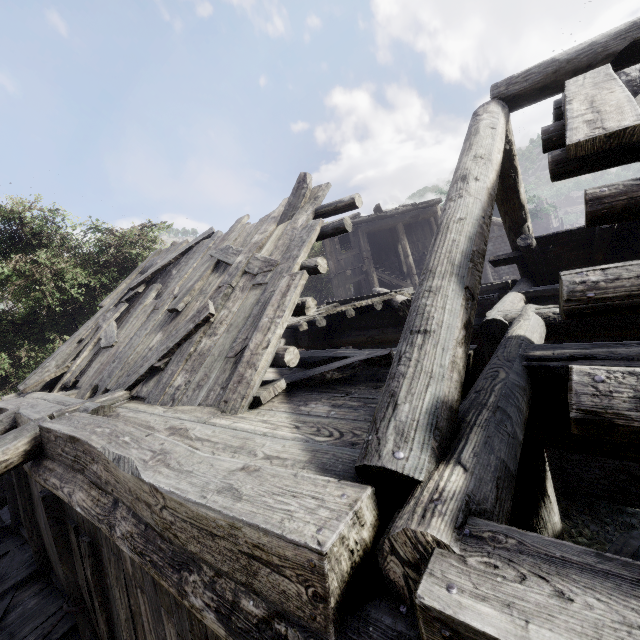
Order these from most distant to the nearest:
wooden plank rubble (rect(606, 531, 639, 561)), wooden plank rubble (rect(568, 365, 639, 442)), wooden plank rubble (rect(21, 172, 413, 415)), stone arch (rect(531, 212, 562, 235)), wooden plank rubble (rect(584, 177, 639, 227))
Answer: stone arch (rect(531, 212, 562, 235)), wooden plank rubble (rect(606, 531, 639, 561)), wooden plank rubble (rect(21, 172, 413, 415)), wooden plank rubble (rect(584, 177, 639, 227)), wooden plank rubble (rect(568, 365, 639, 442))

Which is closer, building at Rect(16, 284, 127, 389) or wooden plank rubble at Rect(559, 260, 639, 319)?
wooden plank rubble at Rect(559, 260, 639, 319)

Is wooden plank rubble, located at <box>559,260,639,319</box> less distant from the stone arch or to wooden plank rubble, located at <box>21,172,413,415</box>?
wooden plank rubble, located at <box>21,172,413,415</box>

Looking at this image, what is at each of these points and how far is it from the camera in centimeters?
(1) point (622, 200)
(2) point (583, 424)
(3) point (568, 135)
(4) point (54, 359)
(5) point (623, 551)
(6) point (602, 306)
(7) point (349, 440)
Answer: (1) wooden plank rubble, 177cm
(2) wooden plank rubble, 106cm
(3) wooden plank rubble, 222cm
(4) building, 766cm
(5) wooden plank rubble, 715cm
(6) wooden plank rubble, 138cm
(7) building, 224cm

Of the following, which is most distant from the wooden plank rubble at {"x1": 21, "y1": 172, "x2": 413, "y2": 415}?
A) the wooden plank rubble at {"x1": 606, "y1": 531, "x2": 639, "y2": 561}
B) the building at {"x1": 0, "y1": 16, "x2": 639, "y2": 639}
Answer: the wooden plank rubble at {"x1": 606, "y1": 531, "x2": 639, "y2": 561}

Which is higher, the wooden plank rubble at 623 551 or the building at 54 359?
the building at 54 359

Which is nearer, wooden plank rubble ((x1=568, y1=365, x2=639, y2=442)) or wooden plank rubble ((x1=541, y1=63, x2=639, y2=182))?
wooden plank rubble ((x1=568, y1=365, x2=639, y2=442))

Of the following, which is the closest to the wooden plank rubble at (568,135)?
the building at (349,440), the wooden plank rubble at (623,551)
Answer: the building at (349,440)
